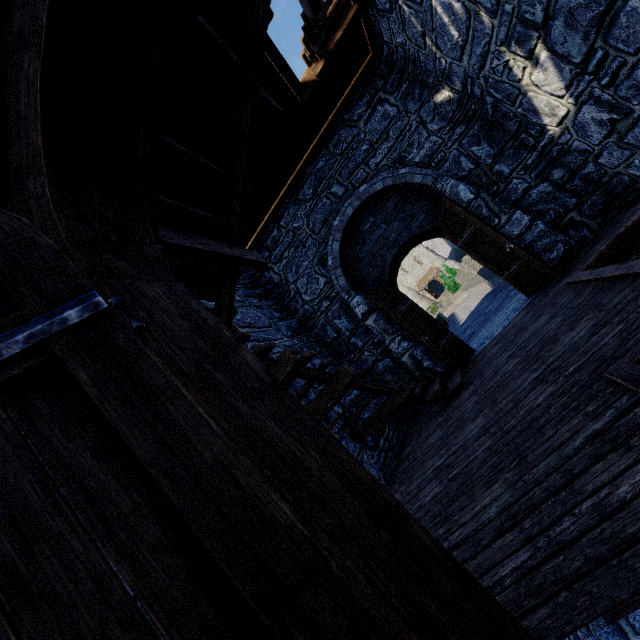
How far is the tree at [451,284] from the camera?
37.7 meters

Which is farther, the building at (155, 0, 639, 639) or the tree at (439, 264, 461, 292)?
the tree at (439, 264, 461, 292)

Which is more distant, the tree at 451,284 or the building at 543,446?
the tree at 451,284

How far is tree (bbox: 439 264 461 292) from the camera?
37.66m

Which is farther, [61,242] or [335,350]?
[335,350]
